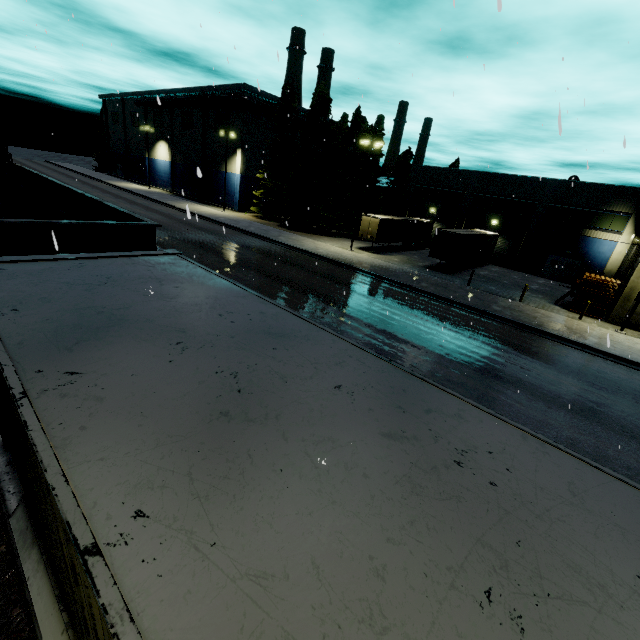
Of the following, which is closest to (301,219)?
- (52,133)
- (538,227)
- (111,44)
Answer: (111,44)

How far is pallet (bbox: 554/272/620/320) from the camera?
22.34m

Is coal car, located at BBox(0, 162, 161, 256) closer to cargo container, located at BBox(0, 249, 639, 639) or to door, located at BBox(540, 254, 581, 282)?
cargo container, located at BBox(0, 249, 639, 639)

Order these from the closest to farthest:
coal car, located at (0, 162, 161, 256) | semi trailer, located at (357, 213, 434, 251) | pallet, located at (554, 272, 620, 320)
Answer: coal car, located at (0, 162, 161, 256) → pallet, located at (554, 272, 620, 320) → semi trailer, located at (357, 213, 434, 251)

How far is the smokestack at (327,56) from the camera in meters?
57.6 m

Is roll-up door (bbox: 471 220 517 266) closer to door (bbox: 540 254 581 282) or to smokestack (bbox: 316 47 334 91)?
door (bbox: 540 254 581 282)

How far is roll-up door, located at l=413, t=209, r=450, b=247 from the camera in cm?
4247

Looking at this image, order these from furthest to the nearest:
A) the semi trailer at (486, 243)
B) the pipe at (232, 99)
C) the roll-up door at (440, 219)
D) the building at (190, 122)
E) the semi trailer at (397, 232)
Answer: the building at (190, 122) → the roll-up door at (440, 219) → the pipe at (232, 99) → the semi trailer at (397, 232) → the semi trailer at (486, 243)
